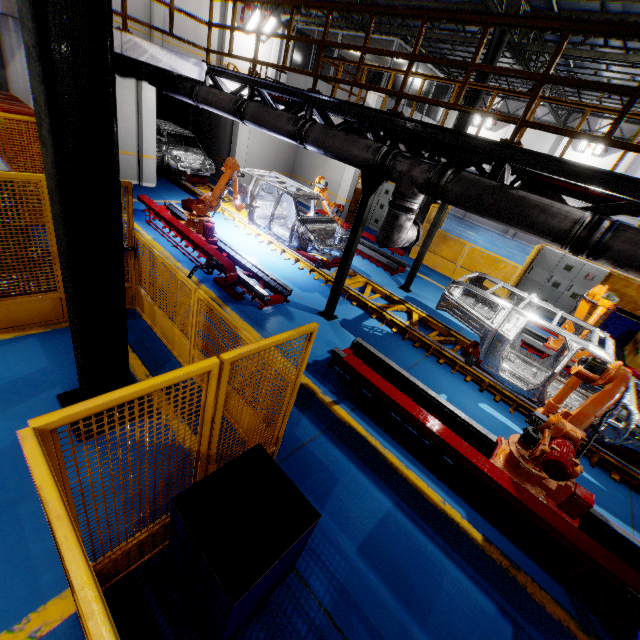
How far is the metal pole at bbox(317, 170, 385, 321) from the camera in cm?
602

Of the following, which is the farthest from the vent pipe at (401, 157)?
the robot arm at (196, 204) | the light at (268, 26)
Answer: the light at (268, 26)

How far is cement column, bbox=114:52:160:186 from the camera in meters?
10.1 m

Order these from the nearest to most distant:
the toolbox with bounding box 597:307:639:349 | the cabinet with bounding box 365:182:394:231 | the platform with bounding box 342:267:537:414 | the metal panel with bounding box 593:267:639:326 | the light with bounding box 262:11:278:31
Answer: the platform with bounding box 342:267:537:414, the toolbox with bounding box 597:307:639:349, the metal panel with bounding box 593:267:639:326, the cabinet with bounding box 365:182:394:231, the light with bounding box 262:11:278:31

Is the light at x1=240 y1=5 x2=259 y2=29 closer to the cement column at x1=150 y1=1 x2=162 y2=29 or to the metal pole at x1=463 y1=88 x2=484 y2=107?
the cement column at x1=150 y1=1 x2=162 y2=29

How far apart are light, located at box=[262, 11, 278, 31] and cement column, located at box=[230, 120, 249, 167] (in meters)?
9.89

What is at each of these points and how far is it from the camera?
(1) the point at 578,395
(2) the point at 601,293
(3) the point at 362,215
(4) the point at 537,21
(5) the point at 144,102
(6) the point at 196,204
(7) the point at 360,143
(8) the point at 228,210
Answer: (1) chassis, 7.0 meters
(2) robot arm, 7.3 meters
(3) metal pole, 6.3 meters
(4) metal handrail, 4.0 meters
(5) cement column, 10.6 meters
(6) robot arm, 8.2 meters
(7) vent pipe, 5.4 meters
(8) platform, 11.5 meters

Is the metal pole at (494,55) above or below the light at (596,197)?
above
